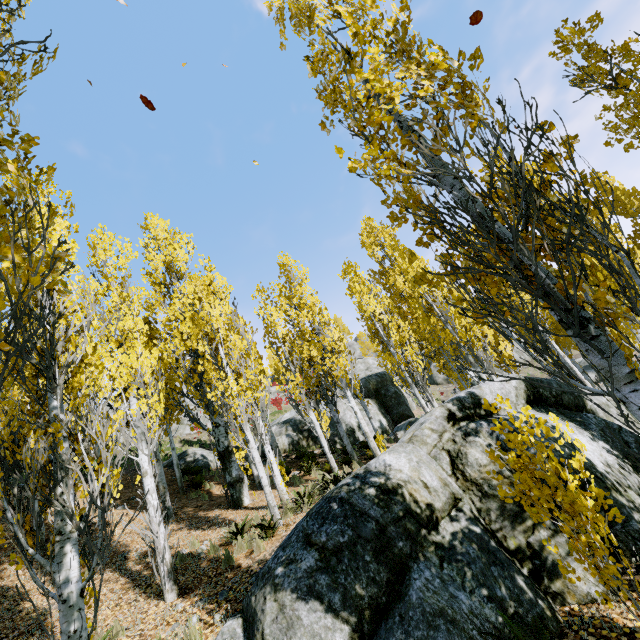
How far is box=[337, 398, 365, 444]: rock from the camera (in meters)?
20.07

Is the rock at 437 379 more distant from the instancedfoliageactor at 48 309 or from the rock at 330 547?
the rock at 330 547

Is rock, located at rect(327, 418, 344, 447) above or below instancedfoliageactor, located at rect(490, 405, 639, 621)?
above

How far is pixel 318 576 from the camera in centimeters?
382cm

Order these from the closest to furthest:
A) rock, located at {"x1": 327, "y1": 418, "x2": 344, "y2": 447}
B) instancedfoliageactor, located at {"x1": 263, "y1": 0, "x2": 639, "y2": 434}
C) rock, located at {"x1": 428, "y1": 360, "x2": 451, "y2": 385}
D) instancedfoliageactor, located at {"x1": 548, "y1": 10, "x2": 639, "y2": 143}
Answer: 1. instancedfoliageactor, located at {"x1": 263, "y1": 0, "x2": 639, "y2": 434}
2. instancedfoliageactor, located at {"x1": 548, "y1": 10, "x2": 639, "y2": 143}
3. rock, located at {"x1": 327, "y1": 418, "x2": 344, "y2": 447}
4. rock, located at {"x1": 428, "y1": 360, "x2": 451, "y2": 385}

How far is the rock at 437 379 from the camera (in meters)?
40.00

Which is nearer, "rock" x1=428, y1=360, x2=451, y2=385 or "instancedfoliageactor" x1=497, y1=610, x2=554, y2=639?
"instancedfoliageactor" x1=497, y1=610, x2=554, y2=639
